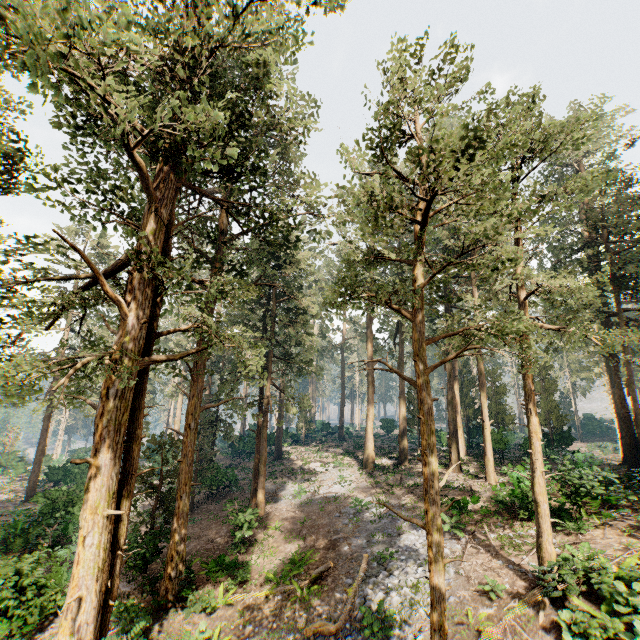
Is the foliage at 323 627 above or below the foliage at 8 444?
below

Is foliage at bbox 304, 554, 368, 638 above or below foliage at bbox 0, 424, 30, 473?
below

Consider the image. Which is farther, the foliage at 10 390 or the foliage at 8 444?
the foliage at 8 444

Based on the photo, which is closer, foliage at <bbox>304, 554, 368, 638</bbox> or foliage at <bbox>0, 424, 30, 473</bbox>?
foliage at <bbox>304, 554, 368, 638</bbox>

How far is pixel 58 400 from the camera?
12.0 meters

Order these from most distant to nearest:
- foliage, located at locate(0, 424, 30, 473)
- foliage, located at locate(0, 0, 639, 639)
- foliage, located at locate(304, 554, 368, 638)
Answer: foliage, located at locate(0, 424, 30, 473), foliage, located at locate(304, 554, 368, 638), foliage, located at locate(0, 0, 639, 639)
